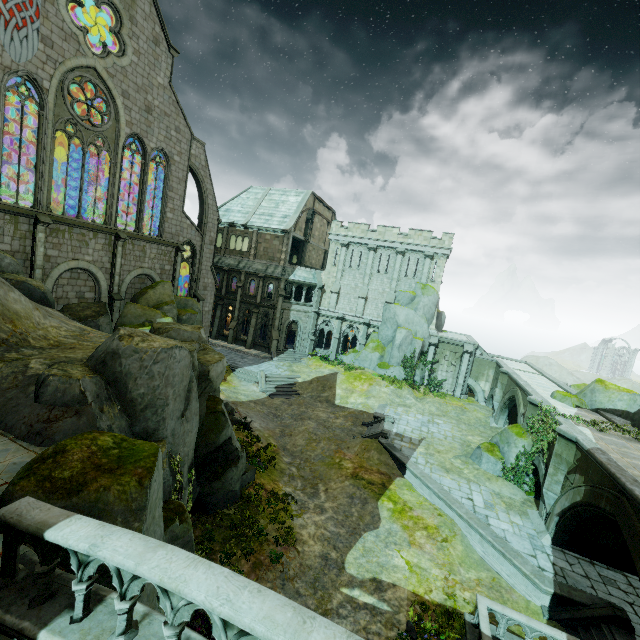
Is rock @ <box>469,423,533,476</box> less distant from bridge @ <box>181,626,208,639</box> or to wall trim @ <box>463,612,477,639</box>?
wall trim @ <box>463,612,477,639</box>

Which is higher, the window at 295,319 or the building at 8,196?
the building at 8,196

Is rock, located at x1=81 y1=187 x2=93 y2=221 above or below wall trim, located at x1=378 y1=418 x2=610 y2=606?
above

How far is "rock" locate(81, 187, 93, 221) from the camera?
27.75m

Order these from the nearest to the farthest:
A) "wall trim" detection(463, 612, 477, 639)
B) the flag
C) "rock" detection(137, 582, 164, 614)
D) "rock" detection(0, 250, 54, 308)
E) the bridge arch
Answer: "rock" detection(137, 582, 164, 614), "wall trim" detection(463, 612, 477, 639), "rock" detection(0, 250, 54, 308), the flag, the bridge arch

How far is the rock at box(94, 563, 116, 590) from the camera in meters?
5.3

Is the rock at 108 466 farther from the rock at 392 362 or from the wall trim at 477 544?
the rock at 392 362

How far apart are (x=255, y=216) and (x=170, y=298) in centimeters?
1836cm
